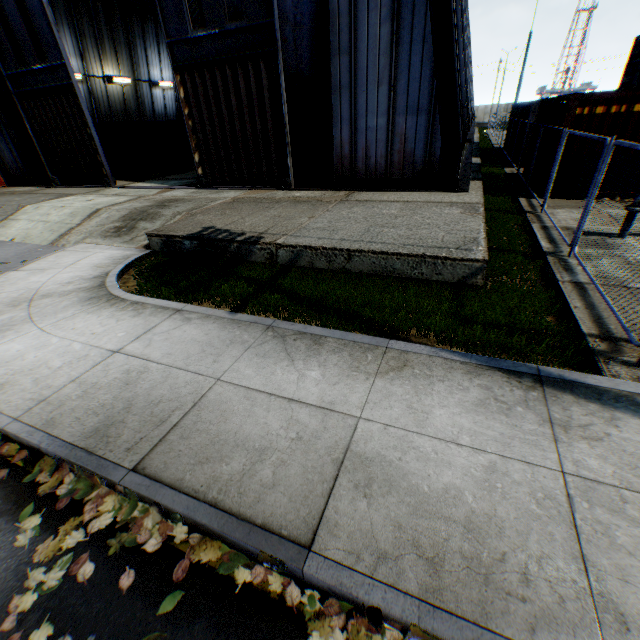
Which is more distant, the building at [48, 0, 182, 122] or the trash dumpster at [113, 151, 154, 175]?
the building at [48, 0, 182, 122]

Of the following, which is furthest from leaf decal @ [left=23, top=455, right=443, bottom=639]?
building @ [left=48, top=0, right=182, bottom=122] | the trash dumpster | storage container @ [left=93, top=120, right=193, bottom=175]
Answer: storage container @ [left=93, top=120, right=193, bottom=175]

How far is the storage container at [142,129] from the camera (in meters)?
20.53

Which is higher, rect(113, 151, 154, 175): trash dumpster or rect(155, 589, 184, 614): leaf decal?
rect(113, 151, 154, 175): trash dumpster

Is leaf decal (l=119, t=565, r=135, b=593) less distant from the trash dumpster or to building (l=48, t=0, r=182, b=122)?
building (l=48, t=0, r=182, b=122)

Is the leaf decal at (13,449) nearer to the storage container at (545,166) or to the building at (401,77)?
the building at (401,77)

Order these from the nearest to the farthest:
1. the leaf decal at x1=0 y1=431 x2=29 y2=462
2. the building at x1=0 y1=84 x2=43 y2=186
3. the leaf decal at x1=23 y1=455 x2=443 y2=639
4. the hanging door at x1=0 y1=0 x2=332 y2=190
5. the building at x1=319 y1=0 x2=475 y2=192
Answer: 1. the leaf decal at x1=23 y1=455 x2=443 y2=639
2. the leaf decal at x1=0 y1=431 x2=29 y2=462
3. the building at x1=319 y1=0 x2=475 y2=192
4. the hanging door at x1=0 y1=0 x2=332 y2=190
5. the building at x1=0 y1=84 x2=43 y2=186

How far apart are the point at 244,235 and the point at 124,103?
28.36m
